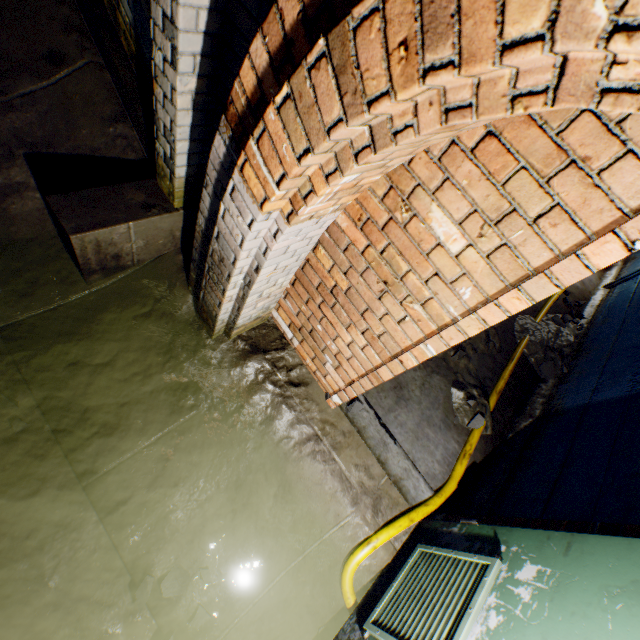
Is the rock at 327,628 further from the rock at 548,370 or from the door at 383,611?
the rock at 548,370

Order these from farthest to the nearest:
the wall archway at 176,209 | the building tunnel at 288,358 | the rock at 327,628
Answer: the rock at 327,628 → the wall archway at 176,209 → the building tunnel at 288,358

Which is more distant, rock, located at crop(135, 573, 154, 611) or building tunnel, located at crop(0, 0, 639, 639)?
rock, located at crop(135, 573, 154, 611)

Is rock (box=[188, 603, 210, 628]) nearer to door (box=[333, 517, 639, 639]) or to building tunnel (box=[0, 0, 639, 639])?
building tunnel (box=[0, 0, 639, 639])

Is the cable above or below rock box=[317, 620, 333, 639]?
above

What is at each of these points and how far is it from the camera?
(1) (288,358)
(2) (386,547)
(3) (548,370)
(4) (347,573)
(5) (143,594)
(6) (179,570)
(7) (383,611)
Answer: (1) building tunnel, 2.61m
(2) building tunnel, 2.26m
(3) rock, 3.80m
(4) cable, 2.14m
(5) rock, 1.89m
(6) rock, 2.01m
(7) door, 1.84m

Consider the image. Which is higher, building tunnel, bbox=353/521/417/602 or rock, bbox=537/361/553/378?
rock, bbox=537/361/553/378

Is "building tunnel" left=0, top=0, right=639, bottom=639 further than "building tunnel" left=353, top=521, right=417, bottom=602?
No
